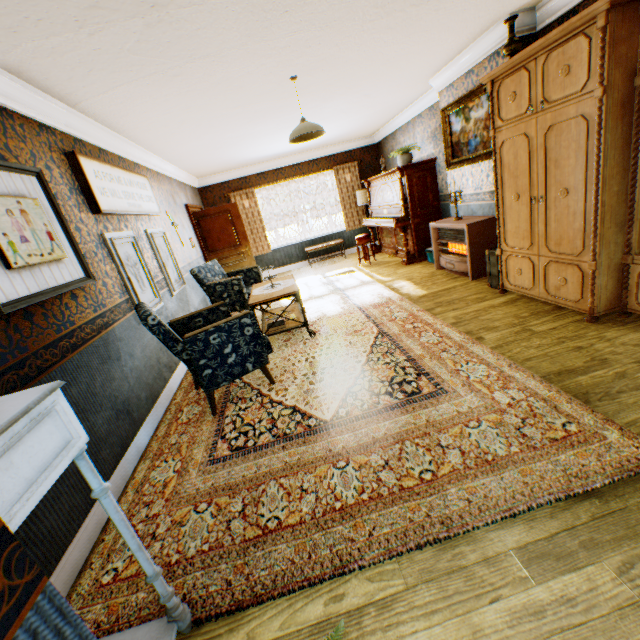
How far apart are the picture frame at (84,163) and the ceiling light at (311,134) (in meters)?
2.15

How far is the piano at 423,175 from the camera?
6.66m

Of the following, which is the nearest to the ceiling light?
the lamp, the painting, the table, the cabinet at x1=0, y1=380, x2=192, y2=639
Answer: the table

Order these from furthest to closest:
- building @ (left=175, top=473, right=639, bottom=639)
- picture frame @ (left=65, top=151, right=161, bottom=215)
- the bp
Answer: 1. the bp
2. picture frame @ (left=65, top=151, right=161, bottom=215)
3. building @ (left=175, top=473, right=639, bottom=639)

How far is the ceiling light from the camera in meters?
3.9 m

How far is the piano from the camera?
6.7 meters

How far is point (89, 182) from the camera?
3.23m

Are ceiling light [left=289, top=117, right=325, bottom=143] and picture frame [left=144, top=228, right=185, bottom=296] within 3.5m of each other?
yes
